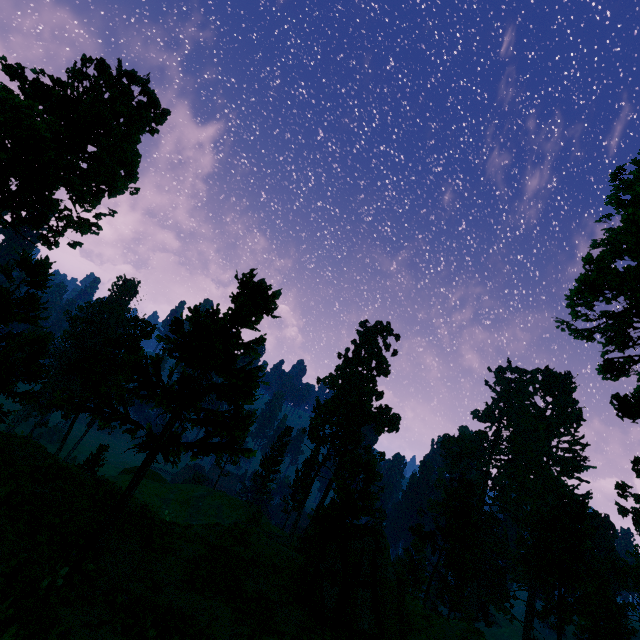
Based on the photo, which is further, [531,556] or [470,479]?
[470,479]

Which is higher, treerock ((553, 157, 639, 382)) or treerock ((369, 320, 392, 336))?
treerock ((369, 320, 392, 336))

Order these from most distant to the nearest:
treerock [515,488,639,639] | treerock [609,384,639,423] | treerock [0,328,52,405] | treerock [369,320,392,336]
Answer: treerock [369,320,392,336], treerock [515,488,639,639], treerock [609,384,639,423], treerock [0,328,52,405]

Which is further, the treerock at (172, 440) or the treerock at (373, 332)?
the treerock at (373, 332)

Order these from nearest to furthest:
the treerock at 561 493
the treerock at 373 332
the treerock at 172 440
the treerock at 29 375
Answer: the treerock at 29 375 → the treerock at 172 440 → the treerock at 561 493 → the treerock at 373 332

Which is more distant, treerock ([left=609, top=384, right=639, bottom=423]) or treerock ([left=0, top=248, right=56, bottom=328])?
treerock ([left=609, top=384, right=639, bottom=423])

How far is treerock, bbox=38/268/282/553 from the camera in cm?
1103
